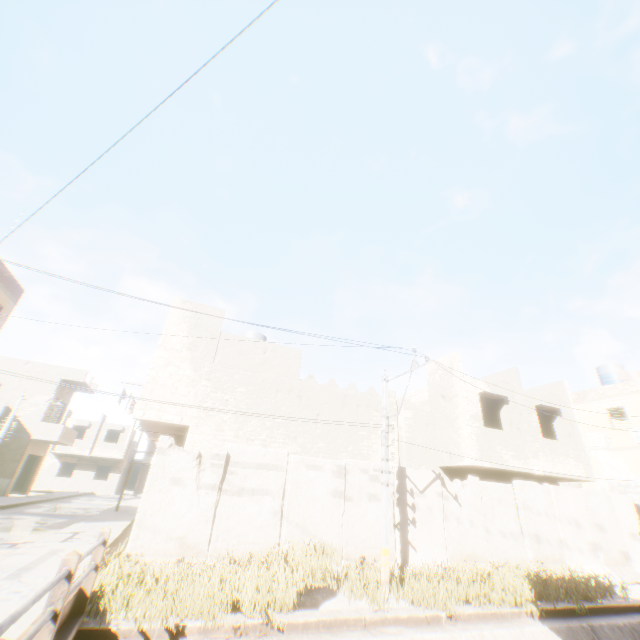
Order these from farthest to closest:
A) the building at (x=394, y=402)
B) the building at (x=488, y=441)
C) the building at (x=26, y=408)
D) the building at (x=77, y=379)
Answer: the building at (x=77, y=379) → the building at (x=26, y=408) → the building at (x=394, y=402) → the building at (x=488, y=441)

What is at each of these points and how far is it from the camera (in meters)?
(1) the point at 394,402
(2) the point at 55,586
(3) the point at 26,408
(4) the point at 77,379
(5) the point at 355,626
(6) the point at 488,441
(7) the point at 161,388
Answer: (1) building, 15.21
(2) bridge, 3.88
(3) building, 25.19
(4) building, 27.27
(5) concrete channel, 7.01
(6) building, 14.01
(7) building, 11.79

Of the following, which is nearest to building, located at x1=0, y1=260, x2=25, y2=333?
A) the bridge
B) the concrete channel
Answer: the concrete channel

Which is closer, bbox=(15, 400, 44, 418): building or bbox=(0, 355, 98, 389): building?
bbox=(15, 400, 44, 418): building

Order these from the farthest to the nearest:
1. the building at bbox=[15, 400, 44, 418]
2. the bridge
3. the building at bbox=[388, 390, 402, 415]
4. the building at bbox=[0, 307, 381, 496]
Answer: the building at bbox=[15, 400, 44, 418] < the building at bbox=[388, 390, 402, 415] < the building at bbox=[0, 307, 381, 496] < the bridge

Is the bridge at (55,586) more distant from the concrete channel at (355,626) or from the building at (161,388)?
the building at (161,388)

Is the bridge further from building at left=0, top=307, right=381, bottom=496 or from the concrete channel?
building at left=0, top=307, right=381, bottom=496
